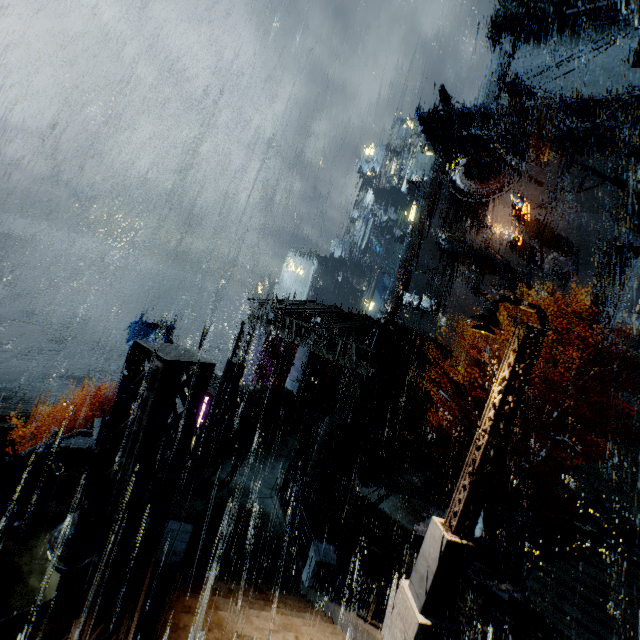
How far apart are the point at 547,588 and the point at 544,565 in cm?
101

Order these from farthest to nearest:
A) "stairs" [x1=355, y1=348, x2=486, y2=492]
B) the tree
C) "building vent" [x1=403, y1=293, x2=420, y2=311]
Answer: "building vent" [x1=403, y1=293, x2=420, y2=311] → "stairs" [x1=355, y1=348, x2=486, y2=492] → the tree

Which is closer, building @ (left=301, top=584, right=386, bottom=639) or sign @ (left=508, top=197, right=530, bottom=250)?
building @ (left=301, top=584, right=386, bottom=639)

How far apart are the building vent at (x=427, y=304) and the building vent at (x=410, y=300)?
0.2 meters

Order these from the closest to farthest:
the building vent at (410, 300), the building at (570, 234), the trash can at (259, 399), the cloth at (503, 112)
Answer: the trash can at (259, 399)
the building at (570, 234)
the cloth at (503, 112)
the building vent at (410, 300)

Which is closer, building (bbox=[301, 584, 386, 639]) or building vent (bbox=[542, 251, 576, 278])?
building (bbox=[301, 584, 386, 639])

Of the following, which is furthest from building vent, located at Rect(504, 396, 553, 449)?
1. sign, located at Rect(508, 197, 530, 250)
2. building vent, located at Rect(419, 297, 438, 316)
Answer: sign, located at Rect(508, 197, 530, 250)

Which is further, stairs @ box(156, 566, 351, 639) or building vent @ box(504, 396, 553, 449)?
building vent @ box(504, 396, 553, 449)
